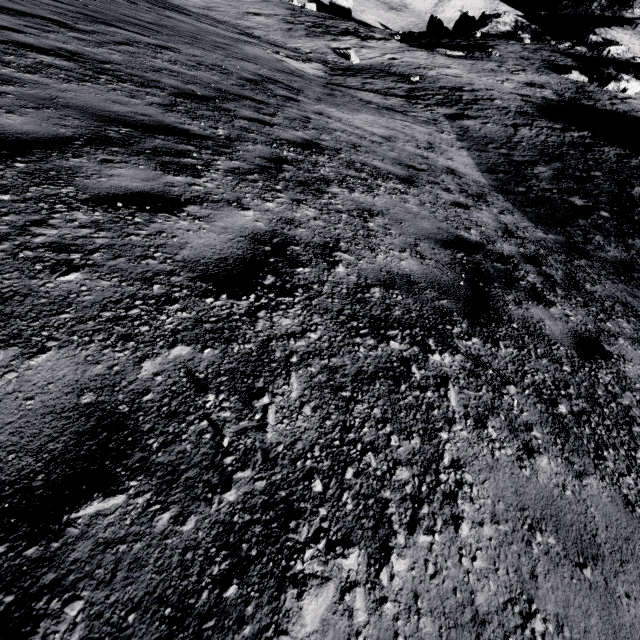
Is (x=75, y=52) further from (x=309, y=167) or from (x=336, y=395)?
(x=336, y=395)
